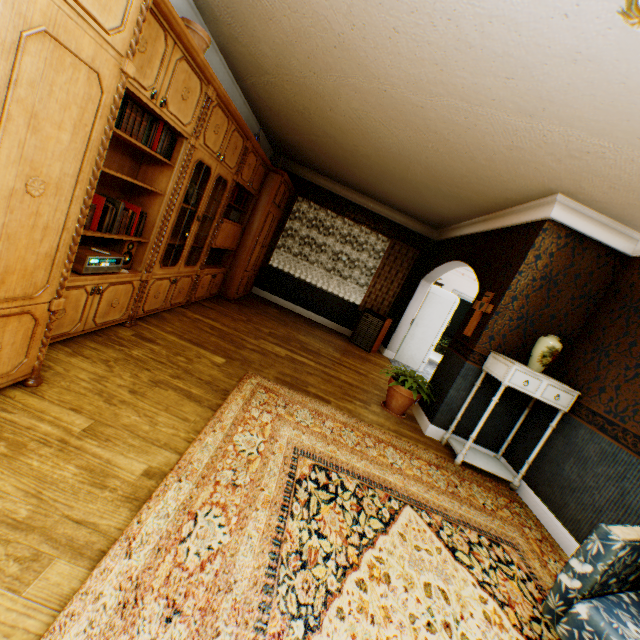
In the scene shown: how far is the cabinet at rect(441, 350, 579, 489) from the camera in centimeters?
348cm

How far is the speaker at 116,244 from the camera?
2.99m

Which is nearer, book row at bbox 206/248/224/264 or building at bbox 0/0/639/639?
building at bbox 0/0/639/639

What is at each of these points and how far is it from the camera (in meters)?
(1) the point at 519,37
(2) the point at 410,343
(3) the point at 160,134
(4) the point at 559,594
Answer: (1) building, 1.94
(2) refrigerator, 7.87
(3) book row, 2.74
(4) chair, 1.64

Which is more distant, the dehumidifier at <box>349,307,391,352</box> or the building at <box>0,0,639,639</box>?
the dehumidifier at <box>349,307,391,352</box>

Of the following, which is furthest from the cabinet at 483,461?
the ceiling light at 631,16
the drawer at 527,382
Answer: the ceiling light at 631,16

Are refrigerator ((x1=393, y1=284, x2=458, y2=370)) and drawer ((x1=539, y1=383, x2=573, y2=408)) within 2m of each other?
no

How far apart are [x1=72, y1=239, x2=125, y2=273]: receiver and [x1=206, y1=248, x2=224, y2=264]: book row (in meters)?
1.95
